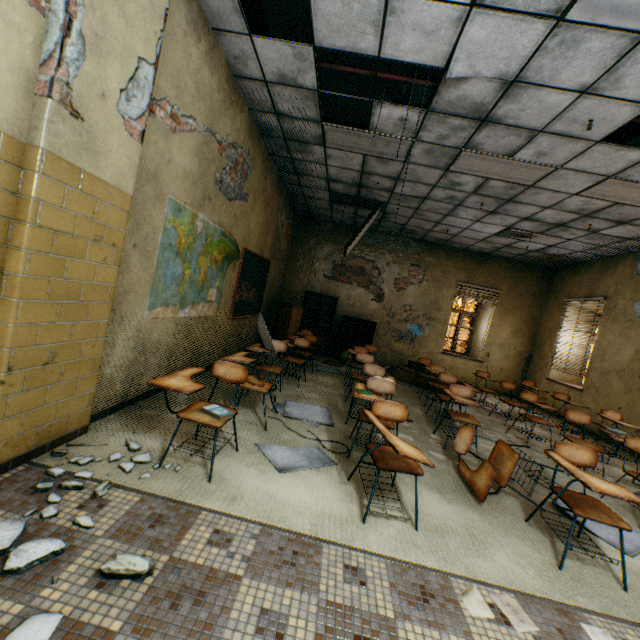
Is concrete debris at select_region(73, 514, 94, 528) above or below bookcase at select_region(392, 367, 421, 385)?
below

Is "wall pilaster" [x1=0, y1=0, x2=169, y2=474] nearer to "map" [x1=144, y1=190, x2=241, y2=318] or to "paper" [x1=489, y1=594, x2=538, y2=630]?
"map" [x1=144, y1=190, x2=241, y2=318]

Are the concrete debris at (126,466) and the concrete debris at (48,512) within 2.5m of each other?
yes

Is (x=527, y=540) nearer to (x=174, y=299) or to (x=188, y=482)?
(x=188, y=482)

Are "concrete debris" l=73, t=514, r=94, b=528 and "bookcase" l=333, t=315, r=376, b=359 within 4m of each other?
no

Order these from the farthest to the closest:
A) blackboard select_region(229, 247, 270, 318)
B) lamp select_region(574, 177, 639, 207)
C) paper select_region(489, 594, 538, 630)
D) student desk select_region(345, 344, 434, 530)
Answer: blackboard select_region(229, 247, 270, 318) → lamp select_region(574, 177, 639, 207) → student desk select_region(345, 344, 434, 530) → paper select_region(489, 594, 538, 630)

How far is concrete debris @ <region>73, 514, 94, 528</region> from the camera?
1.75m

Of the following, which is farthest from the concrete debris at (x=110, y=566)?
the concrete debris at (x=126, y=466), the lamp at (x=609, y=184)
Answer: the lamp at (x=609, y=184)
